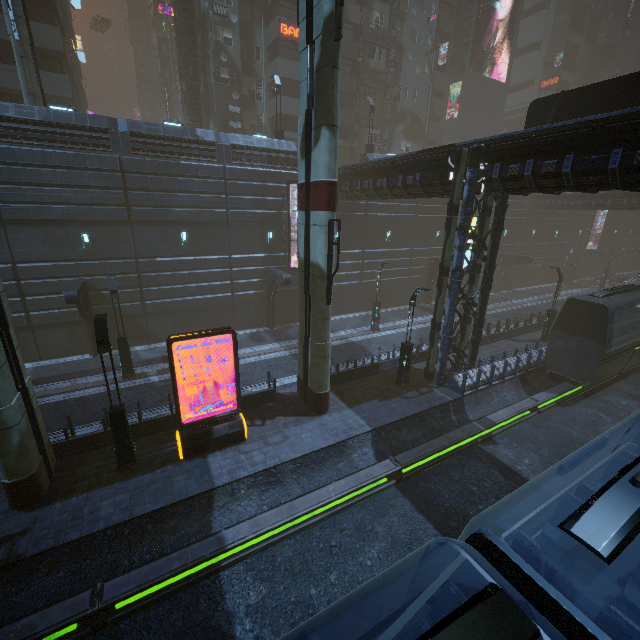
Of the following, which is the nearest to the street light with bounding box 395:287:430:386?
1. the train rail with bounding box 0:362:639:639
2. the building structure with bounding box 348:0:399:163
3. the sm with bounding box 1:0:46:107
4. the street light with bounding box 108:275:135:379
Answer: the train rail with bounding box 0:362:639:639

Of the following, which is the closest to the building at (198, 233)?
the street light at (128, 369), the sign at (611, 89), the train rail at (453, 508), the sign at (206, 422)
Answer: the train rail at (453, 508)

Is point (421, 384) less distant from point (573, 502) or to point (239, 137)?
point (573, 502)

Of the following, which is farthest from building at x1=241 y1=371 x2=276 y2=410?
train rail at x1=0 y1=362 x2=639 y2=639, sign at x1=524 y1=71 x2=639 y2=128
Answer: sign at x1=524 y1=71 x2=639 y2=128

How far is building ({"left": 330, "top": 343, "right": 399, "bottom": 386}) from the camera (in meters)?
17.69

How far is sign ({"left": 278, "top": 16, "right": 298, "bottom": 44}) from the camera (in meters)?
29.00

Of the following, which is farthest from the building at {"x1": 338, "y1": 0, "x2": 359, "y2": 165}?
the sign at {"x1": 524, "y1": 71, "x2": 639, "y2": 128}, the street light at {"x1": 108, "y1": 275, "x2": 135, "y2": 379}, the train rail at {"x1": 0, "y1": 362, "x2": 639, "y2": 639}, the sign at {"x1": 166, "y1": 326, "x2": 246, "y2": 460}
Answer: the street light at {"x1": 108, "y1": 275, "x2": 135, "y2": 379}

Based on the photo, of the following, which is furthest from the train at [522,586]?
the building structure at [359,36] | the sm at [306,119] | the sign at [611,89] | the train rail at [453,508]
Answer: the building structure at [359,36]
